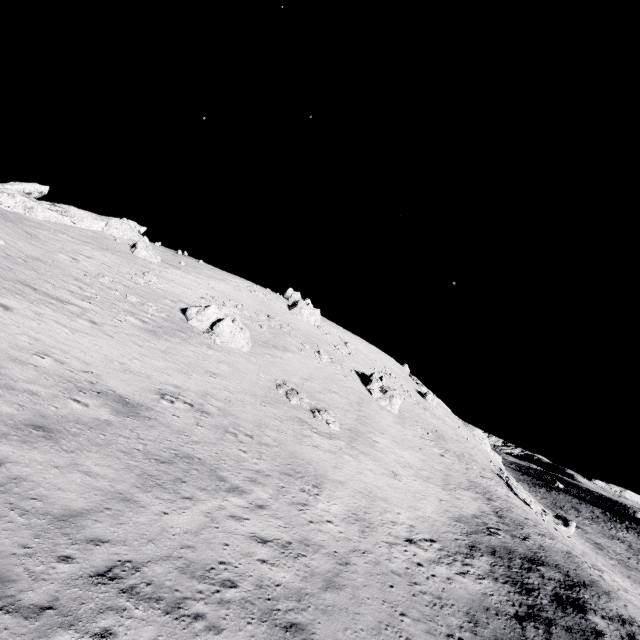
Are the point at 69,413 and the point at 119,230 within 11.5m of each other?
no

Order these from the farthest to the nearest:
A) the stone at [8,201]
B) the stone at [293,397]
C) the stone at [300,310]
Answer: the stone at [300,310] < the stone at [8,201] < the stone at [293,397]

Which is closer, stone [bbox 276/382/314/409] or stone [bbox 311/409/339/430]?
stone [bbox 311/409/339/430]

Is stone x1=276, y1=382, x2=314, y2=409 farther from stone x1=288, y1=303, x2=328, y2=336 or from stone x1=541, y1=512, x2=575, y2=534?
stone x1=541, y1=512, x2=575, y2=534

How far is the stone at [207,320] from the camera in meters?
31.5 m

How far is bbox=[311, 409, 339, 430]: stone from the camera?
27.8m

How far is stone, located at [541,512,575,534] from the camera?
48.4m

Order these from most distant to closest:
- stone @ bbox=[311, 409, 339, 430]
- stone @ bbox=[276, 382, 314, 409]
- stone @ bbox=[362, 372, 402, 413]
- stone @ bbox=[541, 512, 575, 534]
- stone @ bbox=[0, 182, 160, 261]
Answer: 1. stone @ bbox=[541, 512, 575, 534]
2. stone @ bbox=[362, 372, 402, 413]
3. stone @ bbox=[0, 182, 160, 261]
4. stone @ bbox=[276, 382, 314, 409]
5. stone @ bbox=[311, 409, 339, 430]
